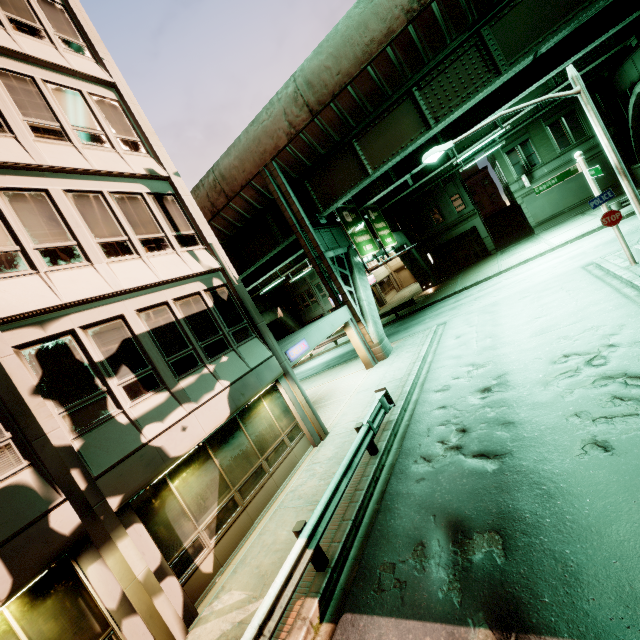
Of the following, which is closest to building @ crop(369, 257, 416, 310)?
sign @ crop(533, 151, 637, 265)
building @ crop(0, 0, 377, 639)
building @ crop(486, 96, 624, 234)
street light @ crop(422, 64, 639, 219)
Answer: building @ crop(486, 96, 624, 234)

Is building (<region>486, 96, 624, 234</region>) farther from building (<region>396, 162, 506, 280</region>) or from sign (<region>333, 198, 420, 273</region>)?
sign (<region>333, 198, 420, 273</region>)

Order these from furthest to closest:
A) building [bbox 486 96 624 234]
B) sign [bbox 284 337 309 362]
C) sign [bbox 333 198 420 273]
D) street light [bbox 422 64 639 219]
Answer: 1. building [bbox 486 96 624 234]
2. sign [bbox 333 198 420 273]
3. sign [bbox 284 337 309 362]
4. street light [bbox 422 64 639 219]

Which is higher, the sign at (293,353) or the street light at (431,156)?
the street light at (431,156)

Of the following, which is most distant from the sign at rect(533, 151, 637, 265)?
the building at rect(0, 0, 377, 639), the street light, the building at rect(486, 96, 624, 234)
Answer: the building at rect(486, 96, 624, 234)

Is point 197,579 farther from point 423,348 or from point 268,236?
point 268,236

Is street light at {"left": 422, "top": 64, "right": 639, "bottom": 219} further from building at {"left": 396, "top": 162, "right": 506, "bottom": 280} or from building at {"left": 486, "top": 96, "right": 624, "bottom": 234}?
building at {"left": 396, "top": 162, "right": 506, "bottom": 280}

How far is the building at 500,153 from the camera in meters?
26.9 m
